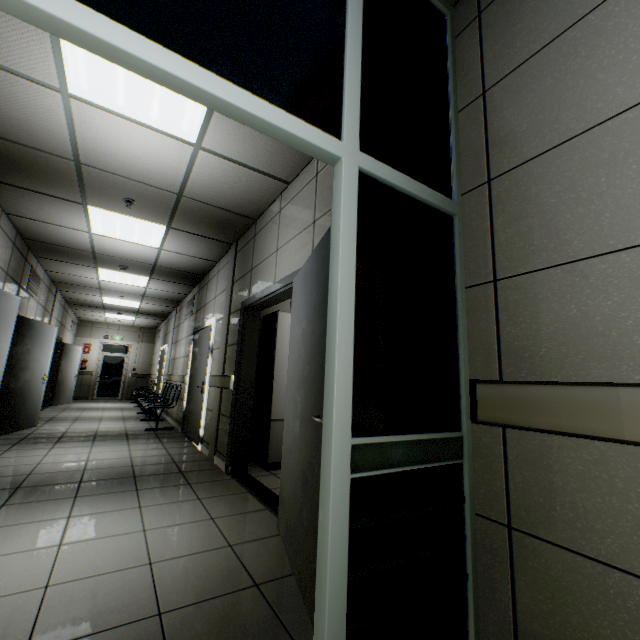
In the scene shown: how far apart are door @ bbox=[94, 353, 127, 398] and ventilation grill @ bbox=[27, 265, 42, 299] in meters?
8.2 m

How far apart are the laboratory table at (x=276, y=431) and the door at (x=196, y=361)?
1.8m

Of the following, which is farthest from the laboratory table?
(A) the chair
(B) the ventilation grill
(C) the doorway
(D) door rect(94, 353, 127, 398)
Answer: (D) door rect(94, 353, 127, 398)

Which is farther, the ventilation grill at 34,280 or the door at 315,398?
the ventilation grill at 34,280

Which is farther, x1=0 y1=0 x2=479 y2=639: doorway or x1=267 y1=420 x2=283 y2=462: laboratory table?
x1=267 y1=420 x2=283 y2=462: laboratory table

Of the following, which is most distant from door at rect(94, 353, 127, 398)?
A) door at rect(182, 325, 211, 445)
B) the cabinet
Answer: the cabinet

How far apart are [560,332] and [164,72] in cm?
153

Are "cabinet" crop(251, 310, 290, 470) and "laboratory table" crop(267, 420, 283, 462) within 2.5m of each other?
yes
